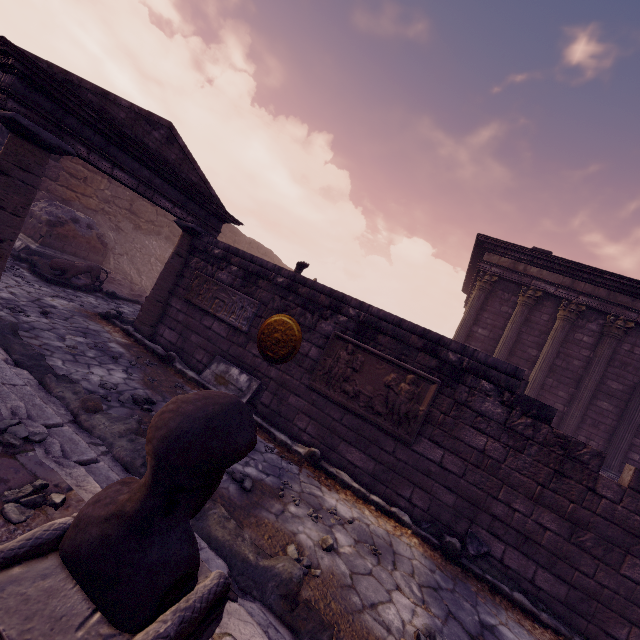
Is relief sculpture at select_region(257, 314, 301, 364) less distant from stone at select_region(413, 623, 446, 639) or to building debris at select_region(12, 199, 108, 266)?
stone at select_region(413, 623, 446, 639)

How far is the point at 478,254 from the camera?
13.84m

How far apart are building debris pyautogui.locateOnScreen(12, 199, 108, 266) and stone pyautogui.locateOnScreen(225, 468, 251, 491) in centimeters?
1043cm

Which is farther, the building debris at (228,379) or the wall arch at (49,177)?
the wall arch at (49,177)

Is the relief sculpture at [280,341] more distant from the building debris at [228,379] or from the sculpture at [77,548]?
the sculpture at [77,548]

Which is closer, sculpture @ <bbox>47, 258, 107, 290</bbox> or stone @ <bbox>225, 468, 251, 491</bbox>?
stone @ <bbox>225, 468, 251, 491</bbox>

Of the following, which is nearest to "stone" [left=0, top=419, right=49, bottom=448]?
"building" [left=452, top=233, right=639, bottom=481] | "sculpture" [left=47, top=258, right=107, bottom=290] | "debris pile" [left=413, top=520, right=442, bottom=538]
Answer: "debris pile" [left=413, top=520, right=442, bottom=538]

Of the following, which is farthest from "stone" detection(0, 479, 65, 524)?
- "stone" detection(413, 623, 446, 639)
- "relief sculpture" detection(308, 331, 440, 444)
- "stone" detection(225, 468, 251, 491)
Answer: "relief sculpture" detection(308, 331, 440, 444)
